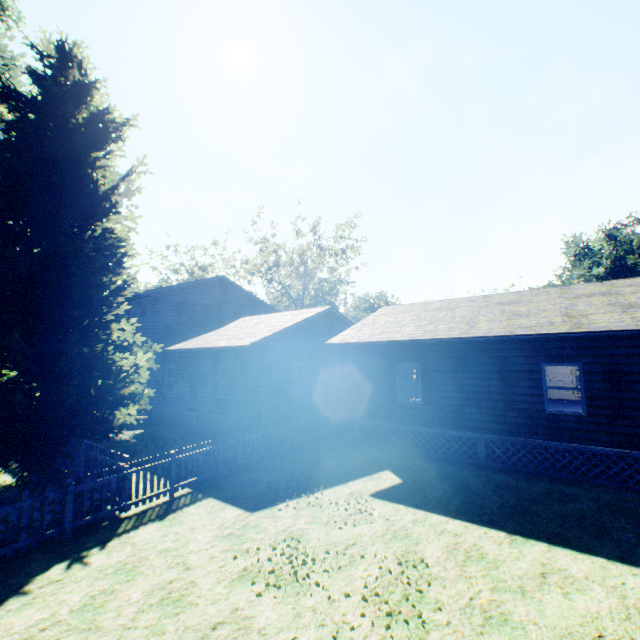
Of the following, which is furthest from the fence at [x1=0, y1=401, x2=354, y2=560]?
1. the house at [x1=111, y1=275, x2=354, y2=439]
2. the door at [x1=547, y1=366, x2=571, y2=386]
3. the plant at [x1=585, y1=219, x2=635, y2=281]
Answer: the plant at [x1=585, y1=219, x2=635, y2=281]

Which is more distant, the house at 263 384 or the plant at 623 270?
the plant at 623 270

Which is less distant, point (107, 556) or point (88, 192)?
point (107, 556)

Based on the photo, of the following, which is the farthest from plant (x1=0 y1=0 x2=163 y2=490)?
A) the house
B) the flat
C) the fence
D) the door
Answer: the door

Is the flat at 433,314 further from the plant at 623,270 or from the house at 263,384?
the plant at 623,270

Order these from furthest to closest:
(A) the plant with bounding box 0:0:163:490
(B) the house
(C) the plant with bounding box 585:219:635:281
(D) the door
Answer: (C) the plant with bounding box 585:219:635:281 < (D) the door < (B) the house < (A) the plant with bounding box 0:0:163:490

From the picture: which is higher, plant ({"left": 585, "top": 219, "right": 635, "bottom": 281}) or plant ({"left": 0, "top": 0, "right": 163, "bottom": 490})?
plant ({"left": 585, "top": 219, "right": 635, "bottom": 281})

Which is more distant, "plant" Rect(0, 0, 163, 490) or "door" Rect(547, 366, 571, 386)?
"door" Rect(547, 366, 571, 386)
